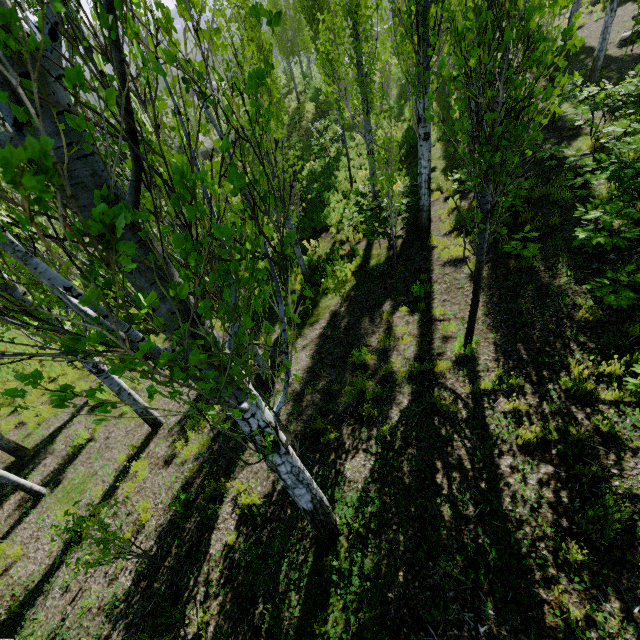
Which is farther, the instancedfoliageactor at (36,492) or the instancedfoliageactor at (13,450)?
the instancedfoliageactor at (13,450)

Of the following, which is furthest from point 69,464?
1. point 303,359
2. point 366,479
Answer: point 366,479

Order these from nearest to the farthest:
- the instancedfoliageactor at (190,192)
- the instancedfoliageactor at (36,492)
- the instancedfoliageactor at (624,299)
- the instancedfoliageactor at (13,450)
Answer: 1. the instancedfoliageactor at (190,192)
2. the instancedfoliageactor at (624,299)
3. the instancedfoliageactor at (36,492)
4. the instancedfoliageactor at (13,450)

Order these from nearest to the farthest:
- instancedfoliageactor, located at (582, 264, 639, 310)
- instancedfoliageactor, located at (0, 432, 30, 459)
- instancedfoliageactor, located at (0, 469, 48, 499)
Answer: instancedfoliageactor, located at (582, 264, 639, 310)
instancedfoliageactor, located at (0, 469, 48, 499)
instancedfoliageactor, located at (0, 432, 30, 459)

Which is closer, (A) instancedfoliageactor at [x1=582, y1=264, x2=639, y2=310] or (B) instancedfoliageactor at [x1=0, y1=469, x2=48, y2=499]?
(A) instancedfoliageactor at [x1=582, y1=264, x2=639, y2=310]

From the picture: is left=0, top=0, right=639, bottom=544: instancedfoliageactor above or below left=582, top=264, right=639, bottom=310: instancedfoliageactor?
above
